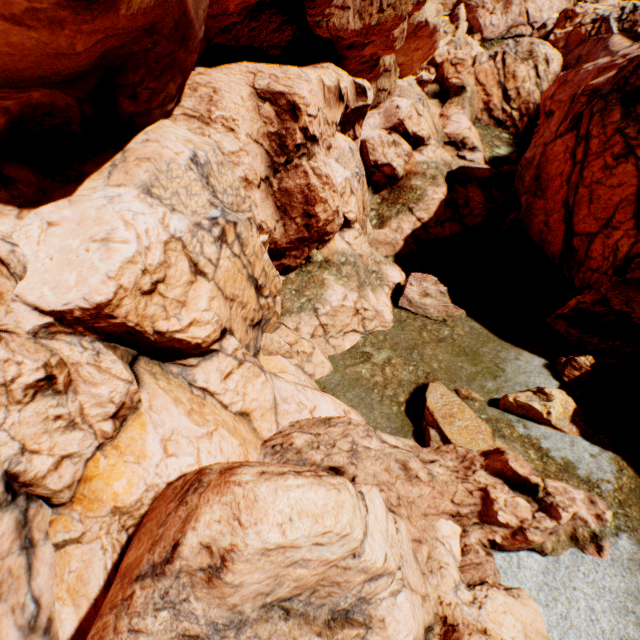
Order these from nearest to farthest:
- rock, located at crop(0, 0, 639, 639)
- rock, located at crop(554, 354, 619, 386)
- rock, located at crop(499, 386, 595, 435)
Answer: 1. rock, located at crop(0, 0, 639, 639)
2. rock, located at crop(499, 386, 595, 435)
3. rock, located at crop(554, 354, 619, 386)

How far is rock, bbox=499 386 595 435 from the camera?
11.3m

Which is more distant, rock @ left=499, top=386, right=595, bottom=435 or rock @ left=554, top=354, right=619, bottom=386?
rock @ left=554, top=354, right=619, bottom=386

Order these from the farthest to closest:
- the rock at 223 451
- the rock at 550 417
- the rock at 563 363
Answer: the rock at 563 363, the rock at 550 417, the rock at 223 451

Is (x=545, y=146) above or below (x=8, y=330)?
above

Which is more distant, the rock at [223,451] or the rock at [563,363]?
the rock at [563,363]
